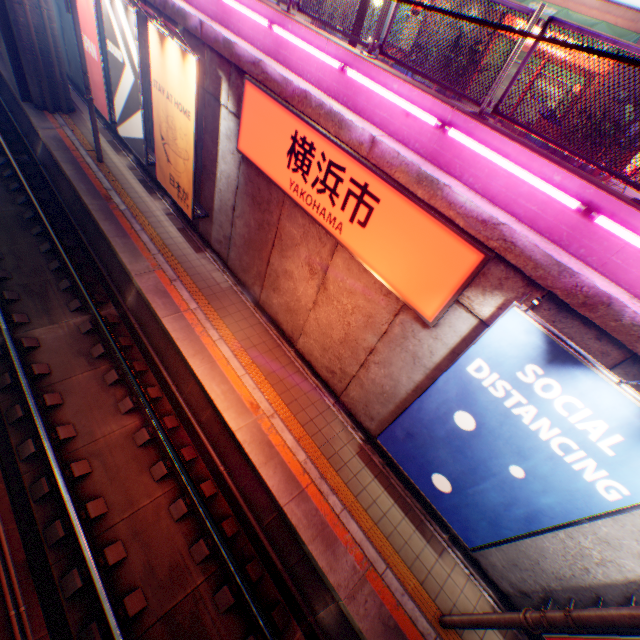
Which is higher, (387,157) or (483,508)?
(387,157)

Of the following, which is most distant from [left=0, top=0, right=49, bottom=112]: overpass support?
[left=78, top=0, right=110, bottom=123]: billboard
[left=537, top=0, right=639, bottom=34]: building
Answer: [left=537, top=0, right=639, bottom=34]: building

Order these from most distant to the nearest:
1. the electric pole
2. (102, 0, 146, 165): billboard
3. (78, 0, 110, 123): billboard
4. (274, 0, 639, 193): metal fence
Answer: (78, 0, 110, 123): billboard, (102, 0, 146, 165): billboard, (274, 0, 639, 193): metal fence, the electric pole

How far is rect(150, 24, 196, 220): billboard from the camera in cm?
811

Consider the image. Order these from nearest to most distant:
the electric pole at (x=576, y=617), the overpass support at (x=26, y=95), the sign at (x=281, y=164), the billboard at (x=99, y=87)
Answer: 1. the electric pole at (x=576, y=617)
2. the sign at (x=281, y=164)
3. the billboard at (x=99, y=87)
4. the overpass support at (x=26, y=95)

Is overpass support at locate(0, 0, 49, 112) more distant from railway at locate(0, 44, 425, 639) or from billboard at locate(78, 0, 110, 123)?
billboard at locate(78, 0, 110, 123)

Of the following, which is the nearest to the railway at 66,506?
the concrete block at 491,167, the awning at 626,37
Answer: the concrete block at 491,167

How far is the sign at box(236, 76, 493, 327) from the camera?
5.2m
